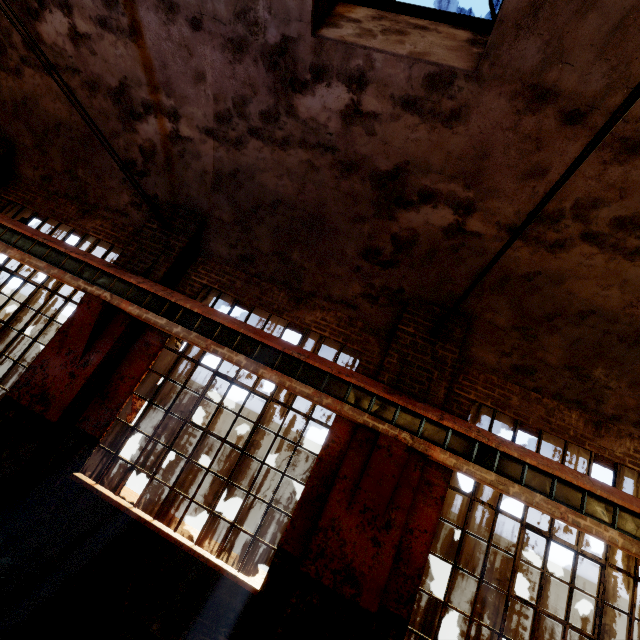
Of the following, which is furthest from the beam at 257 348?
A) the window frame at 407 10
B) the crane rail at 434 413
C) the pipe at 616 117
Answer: the window frame at 407 10

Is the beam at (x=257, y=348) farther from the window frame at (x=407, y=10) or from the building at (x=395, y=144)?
the window frame at (x=407, y=10)

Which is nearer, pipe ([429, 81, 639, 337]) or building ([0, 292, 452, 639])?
pipe ([429, 81, 639, 337])

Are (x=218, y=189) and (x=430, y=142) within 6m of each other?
yes

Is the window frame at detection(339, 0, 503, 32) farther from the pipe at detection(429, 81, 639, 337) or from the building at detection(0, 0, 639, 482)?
the pipe at detection(429, 81, 639, 337)

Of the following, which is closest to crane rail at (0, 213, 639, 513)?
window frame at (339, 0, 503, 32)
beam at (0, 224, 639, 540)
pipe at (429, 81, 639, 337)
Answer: beam at (0, 224, 639, 540)

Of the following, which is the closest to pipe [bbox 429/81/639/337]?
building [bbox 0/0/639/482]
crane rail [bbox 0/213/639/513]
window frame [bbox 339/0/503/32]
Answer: building [bbox 0/0/639/482]
